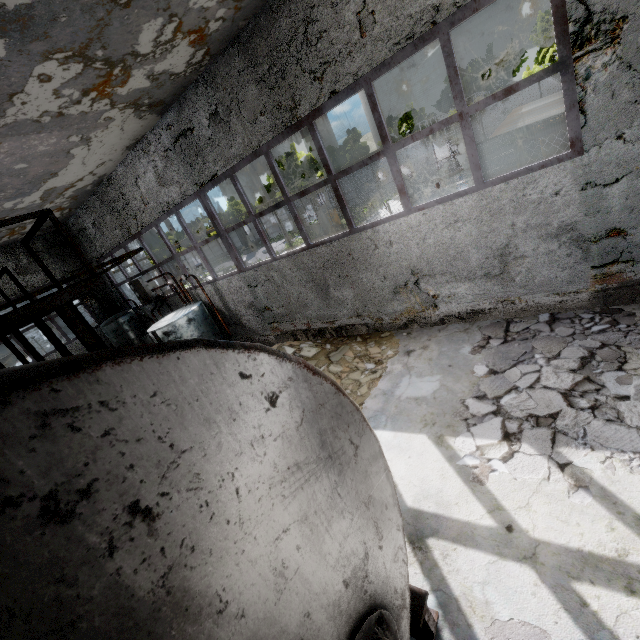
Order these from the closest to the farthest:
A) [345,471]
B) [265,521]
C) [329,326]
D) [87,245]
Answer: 1. [265,521]
2. [345,471]
3. [329,326]
4. [87,245]

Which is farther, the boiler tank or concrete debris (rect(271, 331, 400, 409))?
concrete debris (rect(271, 331, 400, 409))

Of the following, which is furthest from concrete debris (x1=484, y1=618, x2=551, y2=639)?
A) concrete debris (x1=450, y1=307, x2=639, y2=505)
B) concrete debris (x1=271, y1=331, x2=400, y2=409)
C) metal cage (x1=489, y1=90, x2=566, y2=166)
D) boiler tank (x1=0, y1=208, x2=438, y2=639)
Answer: metal cage (x1=489, y1=90, x2=566, y2=166)

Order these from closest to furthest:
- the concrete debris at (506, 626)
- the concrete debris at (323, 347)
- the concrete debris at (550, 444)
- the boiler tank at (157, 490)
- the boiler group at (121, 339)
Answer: the boiler tank at (157, 490)
the concrete debris at (506, 626)
the concrete debris at (550, 444)
the concrete debris at (323, 347)
the boiler group at (121, 339)

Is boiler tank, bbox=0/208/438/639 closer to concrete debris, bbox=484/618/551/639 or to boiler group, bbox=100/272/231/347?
concrete debris, bbox=484/618/551/639

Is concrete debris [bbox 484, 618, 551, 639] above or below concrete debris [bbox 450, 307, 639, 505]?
below

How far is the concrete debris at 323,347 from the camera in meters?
6.6

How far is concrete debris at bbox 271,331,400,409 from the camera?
6.6m
